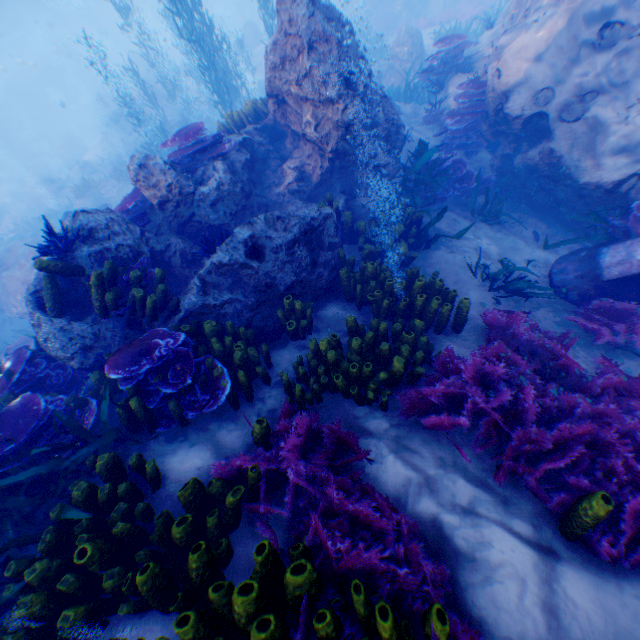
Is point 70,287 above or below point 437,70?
above

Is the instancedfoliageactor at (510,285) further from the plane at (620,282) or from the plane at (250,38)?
the plane at (250,38)

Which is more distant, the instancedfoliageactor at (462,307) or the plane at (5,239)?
the plane at (5,239)

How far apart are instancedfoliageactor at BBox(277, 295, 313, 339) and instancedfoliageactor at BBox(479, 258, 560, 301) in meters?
3.1

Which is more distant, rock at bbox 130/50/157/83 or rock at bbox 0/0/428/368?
rock at bbox 130/50/157/83

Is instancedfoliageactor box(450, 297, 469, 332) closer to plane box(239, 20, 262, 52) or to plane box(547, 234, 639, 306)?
plane box(547, 234, 639, 306)

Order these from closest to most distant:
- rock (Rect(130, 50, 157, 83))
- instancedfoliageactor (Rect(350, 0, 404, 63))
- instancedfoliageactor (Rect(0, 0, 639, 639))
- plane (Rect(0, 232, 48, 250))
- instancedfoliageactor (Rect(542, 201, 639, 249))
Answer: instancedfoliageactor (Rect(0, 0, 639, 639))
instancedfoliageactor (Rect(542, 201, 639, 249))
plane (Rect(0, 232, 48, 250))
instancedfoliageactor (Rect(350, 0, 404, 63))
rock (Rect(130, 50, 157, 83))

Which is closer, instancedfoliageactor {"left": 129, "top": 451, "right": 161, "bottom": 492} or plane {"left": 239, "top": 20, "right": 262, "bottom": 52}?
instancedfoliageactor {"left": 129, "top": 451, "right": 161, "bottom": 492}
